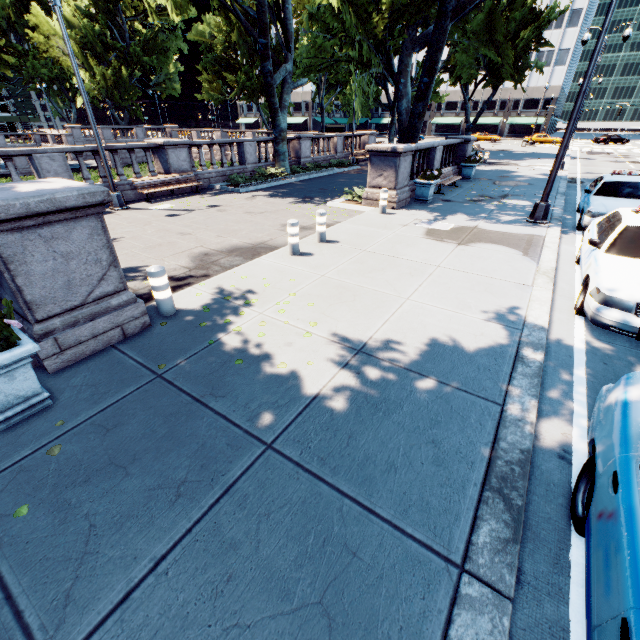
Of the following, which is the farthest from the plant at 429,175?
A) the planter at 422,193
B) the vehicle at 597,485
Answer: the vehicle at 597,485

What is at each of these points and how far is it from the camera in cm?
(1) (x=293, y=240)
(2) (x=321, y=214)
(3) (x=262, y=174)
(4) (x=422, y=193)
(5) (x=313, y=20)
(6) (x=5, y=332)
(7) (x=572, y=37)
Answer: (1) pillar, 767
(2) pillar, 832
(3) bush, 1805
(4) planter, 1298
(5) tree, 1274
(6) plant, 320
(7) building, 5841

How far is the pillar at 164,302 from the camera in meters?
5.0 m

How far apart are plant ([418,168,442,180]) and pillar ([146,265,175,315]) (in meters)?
11.03

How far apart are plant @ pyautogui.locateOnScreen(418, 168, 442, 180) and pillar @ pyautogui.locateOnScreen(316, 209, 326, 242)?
6.36m

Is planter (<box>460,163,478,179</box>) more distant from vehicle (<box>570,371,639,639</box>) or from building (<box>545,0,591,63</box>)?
building (<box>545,0,591,63</box>)

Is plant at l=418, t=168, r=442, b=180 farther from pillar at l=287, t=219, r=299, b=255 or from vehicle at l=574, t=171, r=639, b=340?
pillar at l=287, t=219, r=299, b=255

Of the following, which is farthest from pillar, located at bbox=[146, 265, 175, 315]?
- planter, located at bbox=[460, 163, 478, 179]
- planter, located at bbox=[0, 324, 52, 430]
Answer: planter, located at bbox=[460, 163, 478, 179]
